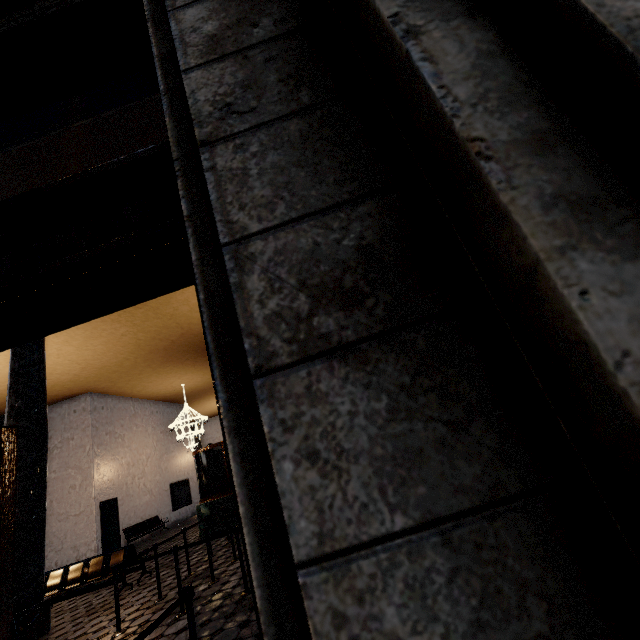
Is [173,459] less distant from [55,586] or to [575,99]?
[55,586]
